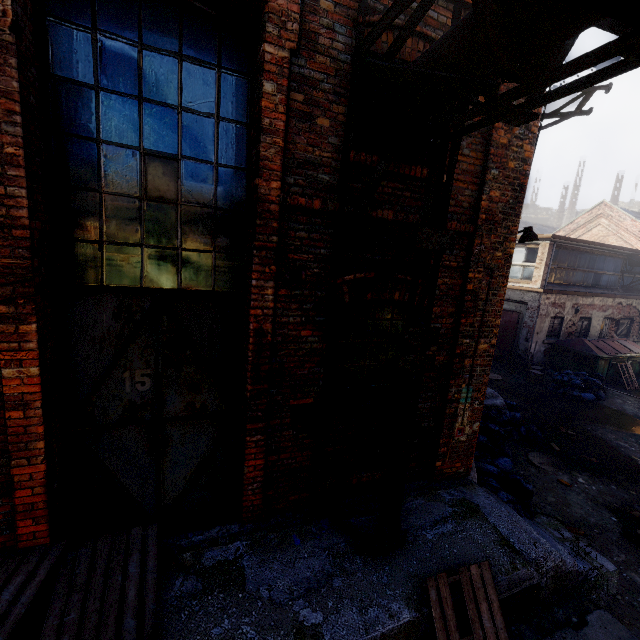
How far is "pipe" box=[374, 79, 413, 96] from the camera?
3.1m

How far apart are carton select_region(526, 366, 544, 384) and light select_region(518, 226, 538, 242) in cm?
783

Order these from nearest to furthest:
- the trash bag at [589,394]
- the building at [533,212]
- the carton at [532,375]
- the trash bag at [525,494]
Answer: the trash bag at [525,494] < the trash bag at [589,394] < the carton at [532,375] < the building at [533,212]

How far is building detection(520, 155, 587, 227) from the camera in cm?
5141

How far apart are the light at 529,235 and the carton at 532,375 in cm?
783

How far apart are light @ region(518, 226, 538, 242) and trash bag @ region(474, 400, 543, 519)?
3.51m

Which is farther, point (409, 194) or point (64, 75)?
point (409, 194)

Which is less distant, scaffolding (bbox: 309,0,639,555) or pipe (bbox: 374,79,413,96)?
scaffolding (bbox: 309,0,639,555)
